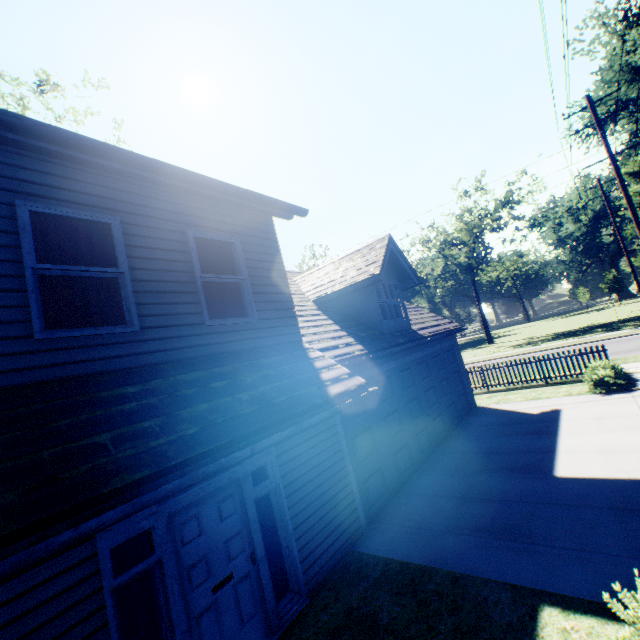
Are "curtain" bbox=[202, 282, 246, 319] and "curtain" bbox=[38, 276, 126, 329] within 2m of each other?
yes

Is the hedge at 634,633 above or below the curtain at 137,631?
below

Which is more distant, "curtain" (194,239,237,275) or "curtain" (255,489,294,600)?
"curtain" (194,239,237,275)

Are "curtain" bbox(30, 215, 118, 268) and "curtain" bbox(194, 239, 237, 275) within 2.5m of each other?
yes

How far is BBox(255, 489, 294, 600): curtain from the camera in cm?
501

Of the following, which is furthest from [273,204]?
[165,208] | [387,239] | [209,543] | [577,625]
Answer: [577,625]

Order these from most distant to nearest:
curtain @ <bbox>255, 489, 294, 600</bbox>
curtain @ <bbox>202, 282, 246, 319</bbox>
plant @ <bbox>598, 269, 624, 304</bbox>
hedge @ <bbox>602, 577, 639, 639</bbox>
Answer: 1. plant @ <bbox>598, 269, 624, 304</bbox>
2. curtain @ <bbox>202, 282, 246, 319</bbox>
3. curtain @ <bbox>255, 489, 294, 600</bbox>
4. hedge @ <bbox>602, 577, 639, 639</bbox>

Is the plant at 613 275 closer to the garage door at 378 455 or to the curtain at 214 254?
the garage door at 378 455
